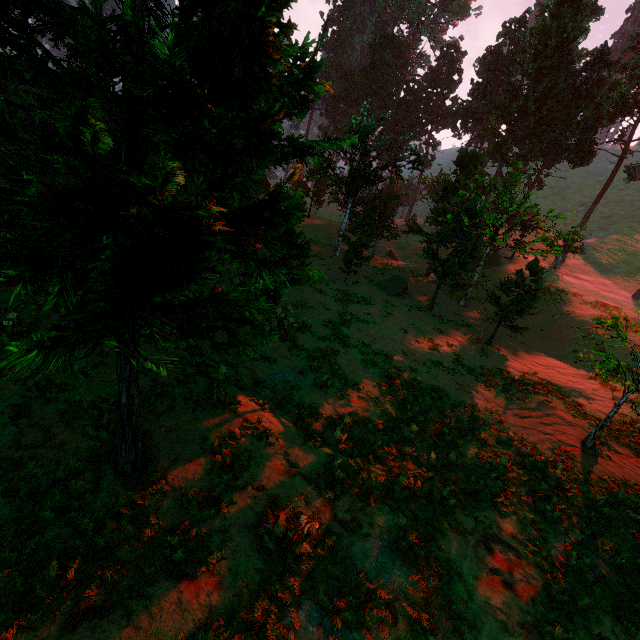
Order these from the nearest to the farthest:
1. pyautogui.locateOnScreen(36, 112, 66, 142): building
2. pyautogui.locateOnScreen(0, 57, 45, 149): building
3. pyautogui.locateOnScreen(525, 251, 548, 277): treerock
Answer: pyautogui.locateOnScreen(0, 57, 45, 149): building → pyautogui.locateOnScreen(36, 112, 66, 142): building → pyautogui.locateOnScreen(525, 251, 548, 277): treerock

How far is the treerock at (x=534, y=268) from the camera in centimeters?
1970cm

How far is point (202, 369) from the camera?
10.05m

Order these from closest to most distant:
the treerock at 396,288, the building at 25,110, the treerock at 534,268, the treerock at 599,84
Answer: the treerock at 599,84 → the building at 25,110 → the treerock at 534,268 → the treerock at 396,288

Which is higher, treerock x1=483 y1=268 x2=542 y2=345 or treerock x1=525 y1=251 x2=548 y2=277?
treerock x1=525 y1=251 x2=548 y2=277

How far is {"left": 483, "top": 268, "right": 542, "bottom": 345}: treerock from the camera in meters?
20.0

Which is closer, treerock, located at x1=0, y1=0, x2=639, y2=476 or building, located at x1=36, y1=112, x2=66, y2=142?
treerock, located at x1=0, y1=0, x2=639, y2=476

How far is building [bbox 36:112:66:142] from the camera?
12.5m
